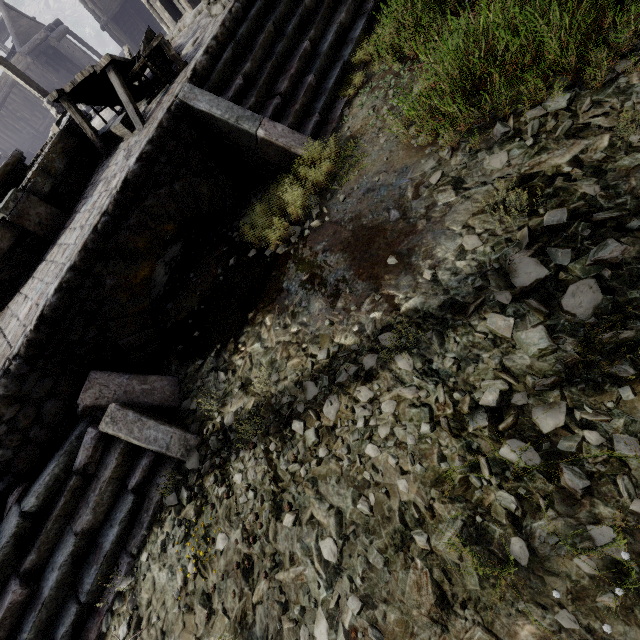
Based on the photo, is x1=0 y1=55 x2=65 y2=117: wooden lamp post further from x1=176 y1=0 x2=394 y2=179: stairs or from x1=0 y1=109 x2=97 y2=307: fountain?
x1=176 y1=0 x2=394 y2=179: stairs

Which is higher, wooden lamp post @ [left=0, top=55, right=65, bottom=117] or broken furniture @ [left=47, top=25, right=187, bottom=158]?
wooden lamp post @ [left=0, top=55, right=65, bottom=117]

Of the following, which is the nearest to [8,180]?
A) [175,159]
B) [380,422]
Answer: [175,159]

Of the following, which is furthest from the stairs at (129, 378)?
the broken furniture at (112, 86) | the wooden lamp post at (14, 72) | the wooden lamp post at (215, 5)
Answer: the wooden lamp post at (14, 72)

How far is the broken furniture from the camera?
5.47m

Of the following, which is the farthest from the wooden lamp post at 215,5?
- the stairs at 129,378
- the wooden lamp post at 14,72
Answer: the wooden lamp post at 14,72

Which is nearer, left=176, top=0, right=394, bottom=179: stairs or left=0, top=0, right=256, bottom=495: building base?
left=0, top=0, right=256, bottom=495: building base

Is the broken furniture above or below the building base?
above
